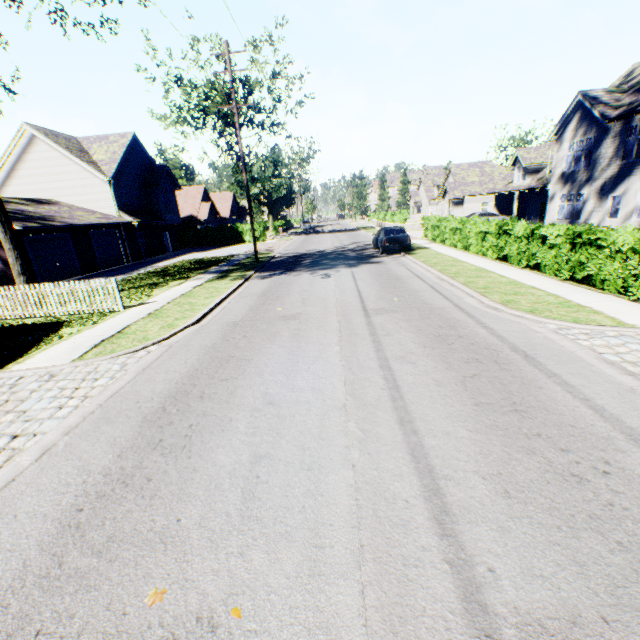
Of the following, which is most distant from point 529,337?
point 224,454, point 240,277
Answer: point 240,277

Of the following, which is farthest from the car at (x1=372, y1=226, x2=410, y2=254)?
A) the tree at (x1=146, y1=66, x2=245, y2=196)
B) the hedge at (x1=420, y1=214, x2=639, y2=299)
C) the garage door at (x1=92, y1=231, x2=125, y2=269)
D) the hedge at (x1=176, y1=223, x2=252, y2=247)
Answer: the garage door at (x1=92, y1=231, x2=125, y2=269)

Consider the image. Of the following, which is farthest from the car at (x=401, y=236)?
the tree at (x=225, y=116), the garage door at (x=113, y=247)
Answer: the garage door at (x=113, y=247)

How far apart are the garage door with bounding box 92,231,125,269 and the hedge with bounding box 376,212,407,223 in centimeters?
2927cm

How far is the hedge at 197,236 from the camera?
39.38m

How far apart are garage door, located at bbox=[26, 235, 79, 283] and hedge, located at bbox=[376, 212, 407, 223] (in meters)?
Result: 32.17

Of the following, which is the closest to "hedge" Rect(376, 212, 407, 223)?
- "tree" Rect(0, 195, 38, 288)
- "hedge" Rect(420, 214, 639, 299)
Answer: "hedge" Rect(420, 214, 639, 299)

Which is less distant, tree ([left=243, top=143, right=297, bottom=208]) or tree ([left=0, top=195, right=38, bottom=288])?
tree ([left=0, top=195, right=38, bottom=288])
